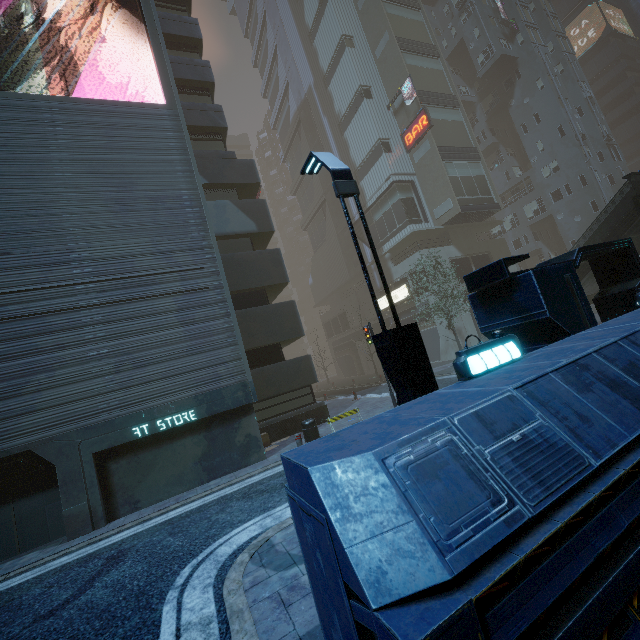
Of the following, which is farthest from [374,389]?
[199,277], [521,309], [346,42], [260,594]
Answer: [346,42]

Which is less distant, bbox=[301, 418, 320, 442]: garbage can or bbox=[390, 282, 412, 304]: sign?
bbox=[301, 418, 320, 442]: garbage can

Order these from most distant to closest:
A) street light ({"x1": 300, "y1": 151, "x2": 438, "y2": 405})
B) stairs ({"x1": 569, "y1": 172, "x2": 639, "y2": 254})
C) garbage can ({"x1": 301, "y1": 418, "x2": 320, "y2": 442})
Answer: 1. stairs ({"x1": 569, "y1": 172, "x2": 639, "y2": 254})
2. garbage can ({"x1": 301, "y1": 418, "x2": 320, "y2": 442})
3. street light ({"x1": 300, "y1": 151, "x2": 438, "y2": 405})

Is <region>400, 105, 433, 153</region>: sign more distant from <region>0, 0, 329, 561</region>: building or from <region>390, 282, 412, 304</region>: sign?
<region>390, 282, 412, 304</region>: sign

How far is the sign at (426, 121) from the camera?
28.6 meters

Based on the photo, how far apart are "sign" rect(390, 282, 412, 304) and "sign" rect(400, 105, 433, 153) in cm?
1278

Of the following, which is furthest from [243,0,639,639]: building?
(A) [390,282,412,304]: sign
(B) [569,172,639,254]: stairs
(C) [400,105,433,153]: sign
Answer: (B) [569,172,639,254]: stairs

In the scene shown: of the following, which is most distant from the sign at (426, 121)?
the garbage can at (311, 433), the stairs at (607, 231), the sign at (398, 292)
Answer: the garbage can at (311, 433)
